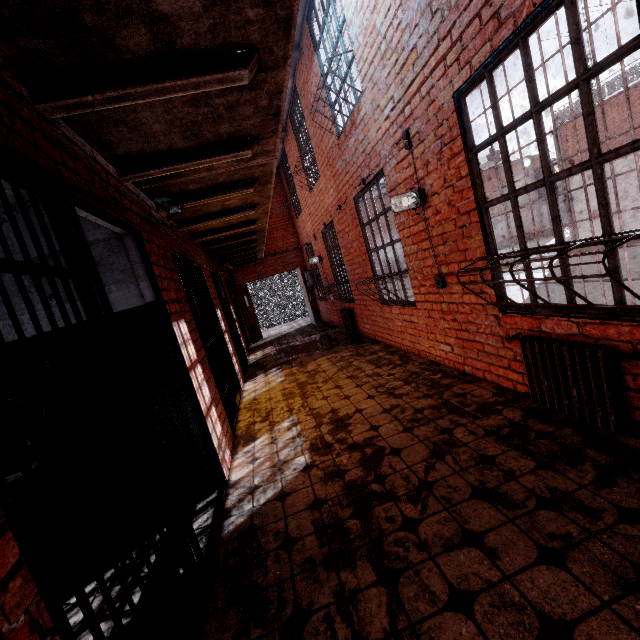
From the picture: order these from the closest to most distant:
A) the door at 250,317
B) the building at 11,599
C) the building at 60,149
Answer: the building at 11,599 → the building at 60,149 → the door at 250,317

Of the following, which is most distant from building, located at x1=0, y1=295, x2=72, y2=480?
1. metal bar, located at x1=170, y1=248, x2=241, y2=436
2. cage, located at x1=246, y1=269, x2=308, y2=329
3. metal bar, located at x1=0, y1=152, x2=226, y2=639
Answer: cage, located at x1=246, y1=269, x2=308, y2=329

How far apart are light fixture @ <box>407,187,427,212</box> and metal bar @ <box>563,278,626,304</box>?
0.7 meters

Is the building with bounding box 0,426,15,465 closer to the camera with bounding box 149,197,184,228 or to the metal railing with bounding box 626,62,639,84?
the camera with bounding box 149,197,184,228

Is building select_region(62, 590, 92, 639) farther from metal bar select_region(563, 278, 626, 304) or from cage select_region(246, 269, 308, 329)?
cage select_region(246, 269, 308, 329)

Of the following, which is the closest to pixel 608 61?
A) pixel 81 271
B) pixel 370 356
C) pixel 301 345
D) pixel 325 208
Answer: pixel 81 271

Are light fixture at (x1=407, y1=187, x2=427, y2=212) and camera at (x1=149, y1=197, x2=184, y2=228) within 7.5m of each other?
yes

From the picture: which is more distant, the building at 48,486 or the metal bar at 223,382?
the metal bar at 223,382
